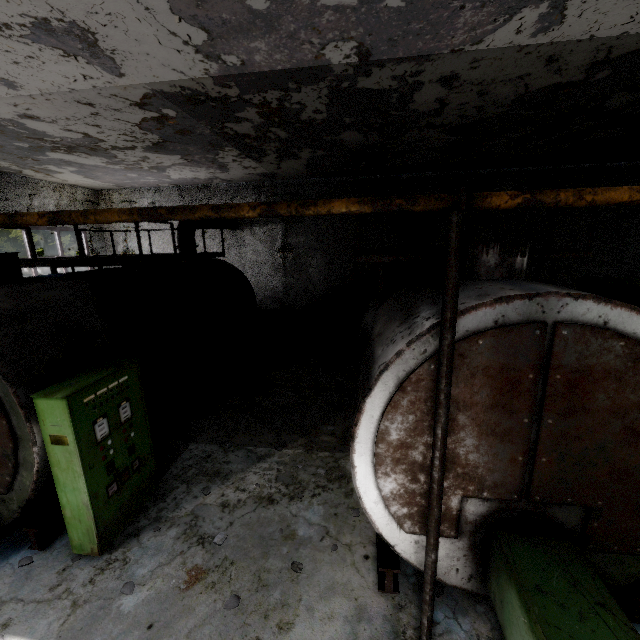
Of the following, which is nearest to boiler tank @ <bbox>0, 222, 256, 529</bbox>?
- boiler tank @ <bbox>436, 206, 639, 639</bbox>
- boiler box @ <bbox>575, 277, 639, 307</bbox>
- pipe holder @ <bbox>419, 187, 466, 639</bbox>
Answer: boiler tank @ <bbox>436, 206, 639, 639</bbox>

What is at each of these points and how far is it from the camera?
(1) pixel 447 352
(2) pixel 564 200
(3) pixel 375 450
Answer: (1) pipe holder, 2.61m
(2) pipe, 2.33m
(3) boiler tank, 3.46m

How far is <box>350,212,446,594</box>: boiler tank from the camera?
3.24m

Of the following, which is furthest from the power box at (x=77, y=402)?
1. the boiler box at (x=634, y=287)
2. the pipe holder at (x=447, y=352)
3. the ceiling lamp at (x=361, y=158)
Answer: the boiler box at (x=634, y=287)

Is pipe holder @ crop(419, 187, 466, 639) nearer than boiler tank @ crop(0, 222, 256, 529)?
Yes

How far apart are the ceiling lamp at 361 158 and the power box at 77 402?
7.62m

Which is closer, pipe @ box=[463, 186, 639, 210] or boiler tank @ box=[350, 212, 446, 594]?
pipe @ box=[463, 186, 639, 210]

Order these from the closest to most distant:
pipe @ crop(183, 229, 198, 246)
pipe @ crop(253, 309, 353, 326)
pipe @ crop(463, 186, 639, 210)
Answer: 1. pipe @ crop(463, 186, 639, 210)
2. pipe @ crop(183, 229, 198, 246)
3. pipe @ crop(253, 309, 353, 326)
